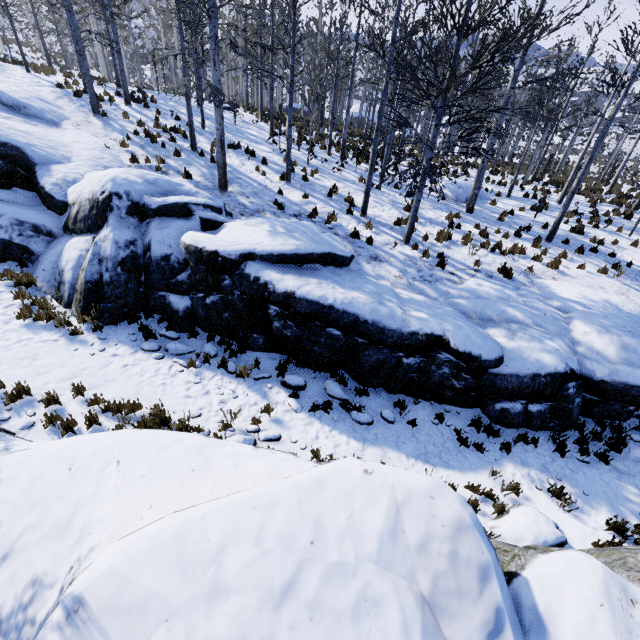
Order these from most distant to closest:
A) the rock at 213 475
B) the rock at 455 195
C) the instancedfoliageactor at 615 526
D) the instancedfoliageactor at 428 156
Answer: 1. the rock at 455 195
2. the instancedfoliageactor at 428 156
3. the instancedfoliageactor at 615 526
4. the rock at 213 475

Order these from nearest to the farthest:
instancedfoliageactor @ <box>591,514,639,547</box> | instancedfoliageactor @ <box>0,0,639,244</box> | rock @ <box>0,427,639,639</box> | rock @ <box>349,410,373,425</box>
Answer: rock @ <box>0,427,639,639</box>
instancedfoliageactor @ <box>591,514,639,547</box>
rock @ <box>349,410,373,425</box>
instancedfoliageactor @ <box>0,0,639,244</box>

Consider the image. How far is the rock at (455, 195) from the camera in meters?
15.7

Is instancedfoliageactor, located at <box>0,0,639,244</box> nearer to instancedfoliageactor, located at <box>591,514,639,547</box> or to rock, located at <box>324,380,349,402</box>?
rock, located at <box>324,380,349,402</box>

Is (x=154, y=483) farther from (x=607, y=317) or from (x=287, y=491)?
(x=607, y=317)

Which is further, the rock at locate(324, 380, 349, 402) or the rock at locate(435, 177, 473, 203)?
the rock at locate(435, 177, 473, 203)

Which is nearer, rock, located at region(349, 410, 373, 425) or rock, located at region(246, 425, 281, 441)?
rock, located at region(246, 425, 281, 441)
